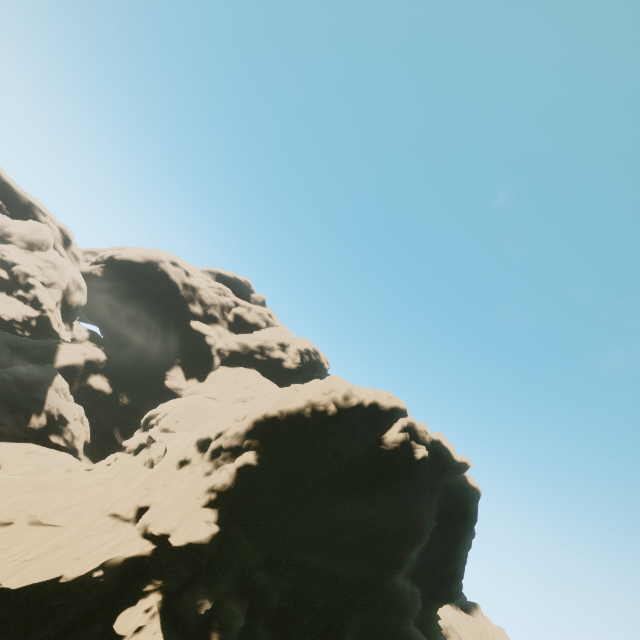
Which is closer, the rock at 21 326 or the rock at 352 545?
the rock at 352 545

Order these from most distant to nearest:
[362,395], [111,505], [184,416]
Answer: [184,416], [362,395], [111,505]

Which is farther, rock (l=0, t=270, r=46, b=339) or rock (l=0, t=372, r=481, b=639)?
rock (l=0, t=270, r=46, b=339)
